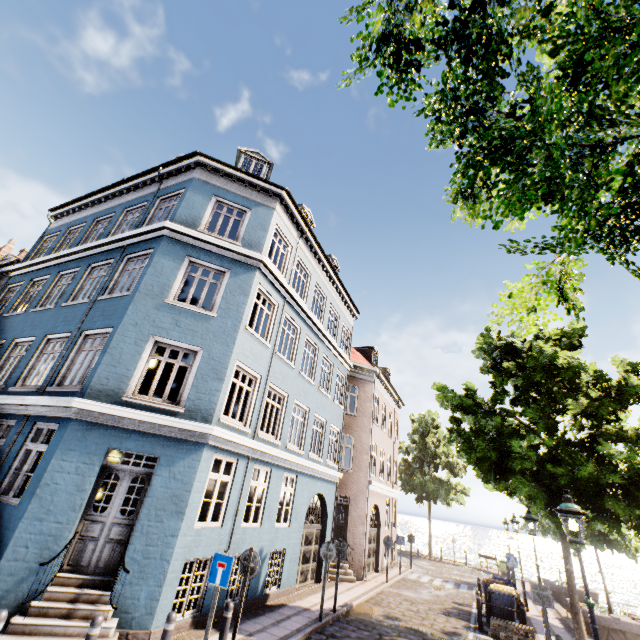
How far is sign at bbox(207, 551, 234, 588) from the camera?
6.0 meters

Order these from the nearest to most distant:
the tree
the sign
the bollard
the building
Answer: the tree, the bollard, the sign, the building

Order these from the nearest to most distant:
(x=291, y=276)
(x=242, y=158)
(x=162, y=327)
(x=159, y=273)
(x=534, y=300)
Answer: (x=534, y=300) < (x=162, y=327) < (x=159, y=273) < (x=291, y=276) < (x=242, y=158)

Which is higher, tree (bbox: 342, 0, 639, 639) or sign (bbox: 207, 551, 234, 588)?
tree (bbox: 342, 0, 639, 639)

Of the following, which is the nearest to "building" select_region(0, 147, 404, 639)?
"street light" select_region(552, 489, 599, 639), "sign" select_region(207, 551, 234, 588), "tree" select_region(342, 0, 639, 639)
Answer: "sign" select_region(207, 551, 234, 588)

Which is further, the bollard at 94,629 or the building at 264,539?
the building at 264,539

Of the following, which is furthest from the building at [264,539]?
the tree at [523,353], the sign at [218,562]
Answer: the tree at [523,353]

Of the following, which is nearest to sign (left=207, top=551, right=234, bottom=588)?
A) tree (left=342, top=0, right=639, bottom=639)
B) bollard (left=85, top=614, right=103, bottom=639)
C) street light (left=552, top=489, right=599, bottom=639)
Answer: bollard (left=85, top=614, right=103, bottom=639)
